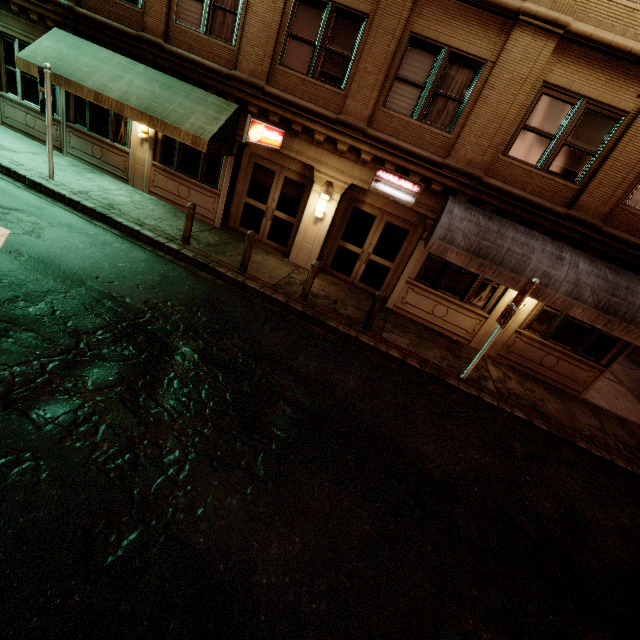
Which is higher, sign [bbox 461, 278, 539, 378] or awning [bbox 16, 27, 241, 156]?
awning [bbox 16, 27, 241, 156]

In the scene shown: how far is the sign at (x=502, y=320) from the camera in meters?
7.5 m

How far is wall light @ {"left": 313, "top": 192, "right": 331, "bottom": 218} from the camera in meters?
10.4 m

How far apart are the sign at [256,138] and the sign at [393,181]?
3.08m

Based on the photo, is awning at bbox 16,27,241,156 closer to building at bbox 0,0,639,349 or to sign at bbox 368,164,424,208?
building at bbox 0,0,639,349

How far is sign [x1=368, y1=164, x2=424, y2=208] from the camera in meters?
9.6

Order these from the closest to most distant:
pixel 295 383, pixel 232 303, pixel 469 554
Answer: pixel 469 554, pixel 295 383, pixel 232 303

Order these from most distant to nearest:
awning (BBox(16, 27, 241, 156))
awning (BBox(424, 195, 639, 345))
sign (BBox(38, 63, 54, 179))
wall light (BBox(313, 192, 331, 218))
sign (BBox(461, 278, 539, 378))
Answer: wall light (BBox(313, 192, 331, 218))
awning (BBox(16, 27, 241, 156))
sign (BBox(38, 63, 54, 179))
awning (BBox(424, 195, 639, 345))
sign (BBox(461, 278, 539, 378))
